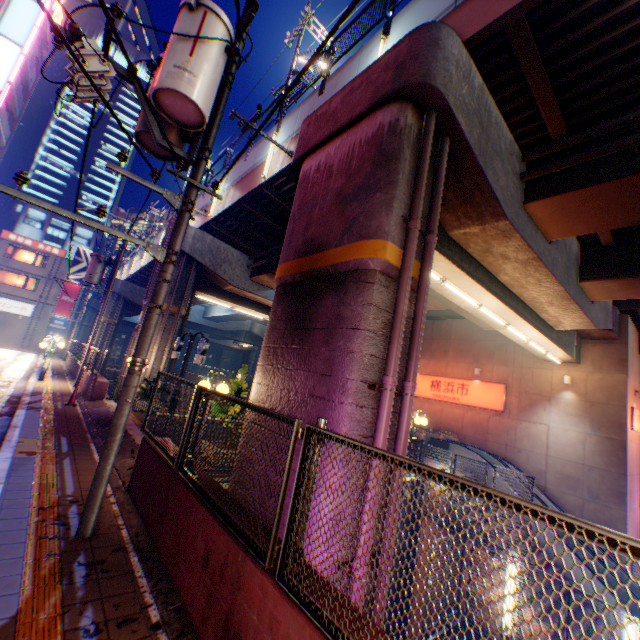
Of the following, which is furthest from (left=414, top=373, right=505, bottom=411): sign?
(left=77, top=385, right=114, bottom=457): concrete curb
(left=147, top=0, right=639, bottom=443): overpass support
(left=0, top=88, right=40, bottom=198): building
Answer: (left=0, top=88, right=40, bottom=198): building

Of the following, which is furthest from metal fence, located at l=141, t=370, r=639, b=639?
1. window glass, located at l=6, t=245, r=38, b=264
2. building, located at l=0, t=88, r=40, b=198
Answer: building, located at l=0, t=88, r=40, b=198

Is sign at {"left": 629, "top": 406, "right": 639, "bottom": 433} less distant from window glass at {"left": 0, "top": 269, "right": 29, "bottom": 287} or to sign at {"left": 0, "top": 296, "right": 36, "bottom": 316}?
sign at {"left": 0, "top": 296, "right": 36, "bottom": 316}

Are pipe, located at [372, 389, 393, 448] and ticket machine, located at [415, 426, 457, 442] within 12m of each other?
no

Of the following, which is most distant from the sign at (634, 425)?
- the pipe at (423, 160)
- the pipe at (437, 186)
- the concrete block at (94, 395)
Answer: the concrete block at (94, 395)

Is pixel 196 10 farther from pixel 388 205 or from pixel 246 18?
pixel 388 205

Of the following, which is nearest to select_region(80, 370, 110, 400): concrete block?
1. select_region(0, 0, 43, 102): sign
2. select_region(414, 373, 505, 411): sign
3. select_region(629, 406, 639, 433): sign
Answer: select_region(0, 0, 43, 102): sign

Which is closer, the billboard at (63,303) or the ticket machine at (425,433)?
the ticket machine at (425,433)
